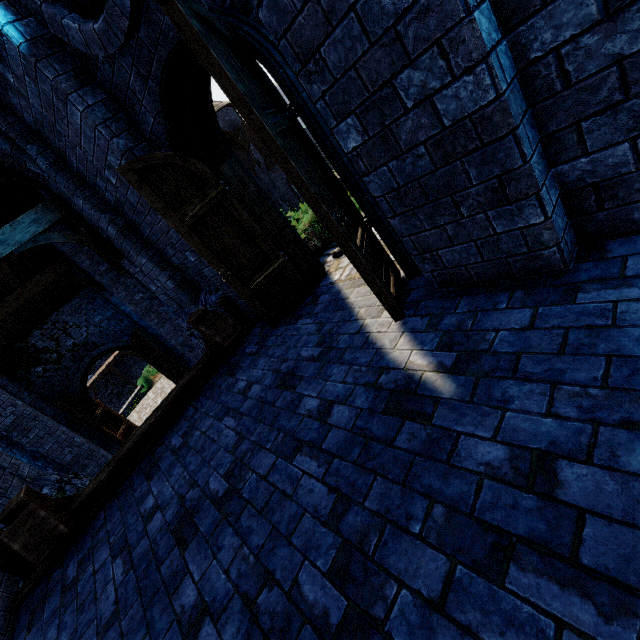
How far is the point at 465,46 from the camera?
1.49m

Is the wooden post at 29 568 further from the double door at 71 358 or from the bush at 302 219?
the double door at 71 358

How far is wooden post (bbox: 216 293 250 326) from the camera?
5.7 meters

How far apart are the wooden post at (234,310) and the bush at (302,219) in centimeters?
130cm

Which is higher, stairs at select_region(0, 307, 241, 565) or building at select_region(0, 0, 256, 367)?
building at select_region(0, 0, 256, 367)

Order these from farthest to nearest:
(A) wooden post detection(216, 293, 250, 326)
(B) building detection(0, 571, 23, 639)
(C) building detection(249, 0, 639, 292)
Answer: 1. (A) wooden post detection(216, 293, 250, 326)
2. (B) building detection(0, 571, 23, 639)
3. (C) building detection(249, 0, 639, 292)

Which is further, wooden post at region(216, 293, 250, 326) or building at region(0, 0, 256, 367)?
wooden post at region(216, 293, 250, 326)

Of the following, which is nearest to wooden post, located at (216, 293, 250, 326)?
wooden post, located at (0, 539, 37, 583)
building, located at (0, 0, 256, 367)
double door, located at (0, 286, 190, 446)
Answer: building, located at (0, 0, 256, 367)
